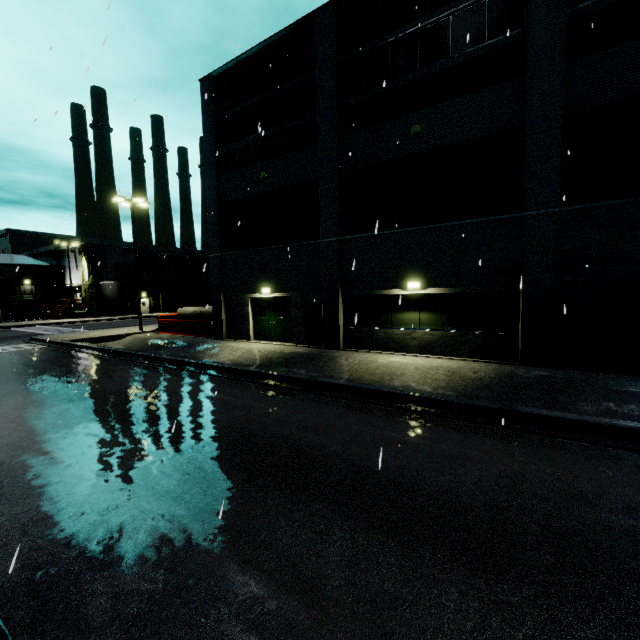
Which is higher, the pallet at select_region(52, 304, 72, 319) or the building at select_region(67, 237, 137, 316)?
the building at select_region(67, 237, 137, 316)

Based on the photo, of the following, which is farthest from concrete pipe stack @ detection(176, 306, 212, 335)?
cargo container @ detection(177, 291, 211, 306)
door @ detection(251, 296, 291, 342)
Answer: door @ detection(251, 296, 291, 342)

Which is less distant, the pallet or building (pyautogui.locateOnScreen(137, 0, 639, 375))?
building (pyautogui.locateOnScreen(137, 0, 639, 375))

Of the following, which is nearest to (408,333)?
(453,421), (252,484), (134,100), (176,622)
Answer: (453,421)

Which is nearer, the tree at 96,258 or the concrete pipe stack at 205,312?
the concrete pipe stack at 205,312

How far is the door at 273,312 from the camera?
16.9 meters

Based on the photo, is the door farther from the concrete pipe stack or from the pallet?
the pallet

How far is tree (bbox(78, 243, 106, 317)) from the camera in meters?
42.7 m
